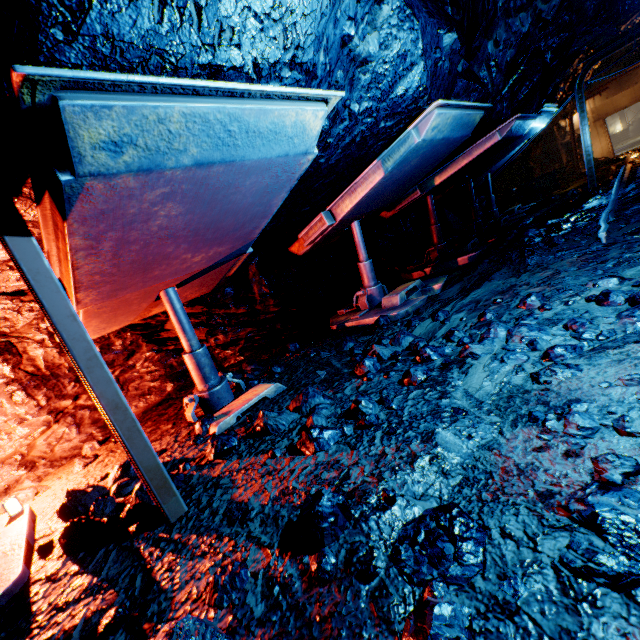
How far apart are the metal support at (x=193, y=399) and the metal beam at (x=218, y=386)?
0.0 meters

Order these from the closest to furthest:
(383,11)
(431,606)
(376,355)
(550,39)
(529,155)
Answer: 1. (431,606)
2. (383,11)
3. (376,355)
4. (550,39)
5. (529,155)

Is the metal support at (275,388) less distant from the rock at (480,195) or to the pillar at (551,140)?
the rock at (480,195)

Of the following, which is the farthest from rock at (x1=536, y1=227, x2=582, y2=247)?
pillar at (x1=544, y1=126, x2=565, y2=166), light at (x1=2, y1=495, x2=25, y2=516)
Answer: light at (x1=2, y1=495, x2=25, y2=516)

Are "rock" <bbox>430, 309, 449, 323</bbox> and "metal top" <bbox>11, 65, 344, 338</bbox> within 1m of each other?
no

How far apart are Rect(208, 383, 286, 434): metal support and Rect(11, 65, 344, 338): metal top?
1.3 meters

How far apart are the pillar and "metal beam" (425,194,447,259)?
16.1m

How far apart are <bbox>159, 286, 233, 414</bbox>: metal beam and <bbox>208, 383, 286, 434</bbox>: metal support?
0.3m
